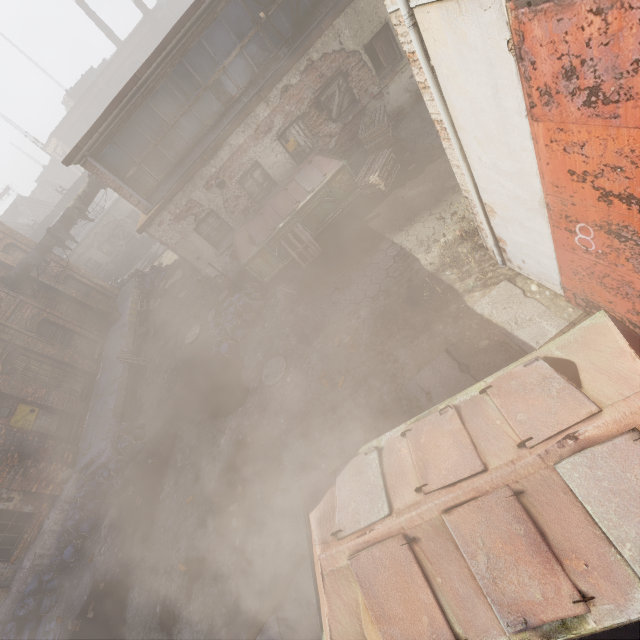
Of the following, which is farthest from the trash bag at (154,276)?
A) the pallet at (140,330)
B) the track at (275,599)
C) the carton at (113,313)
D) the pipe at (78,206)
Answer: the track at (275,599)

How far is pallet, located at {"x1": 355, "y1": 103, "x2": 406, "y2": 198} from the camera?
9.6 meters

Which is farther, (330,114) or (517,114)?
(330,114)

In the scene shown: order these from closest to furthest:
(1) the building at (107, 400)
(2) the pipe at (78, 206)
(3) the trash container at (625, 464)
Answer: (3) the trash container at (625, 464), (1) the building at (107, 400), (2) the pipe at (78, 206)

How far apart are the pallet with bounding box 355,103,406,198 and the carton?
15.1 meters

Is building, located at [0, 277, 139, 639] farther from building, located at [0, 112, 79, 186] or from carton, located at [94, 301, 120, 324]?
building, located at [0, 112, 79, 186]

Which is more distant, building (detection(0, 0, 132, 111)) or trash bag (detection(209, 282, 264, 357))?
building (detection(0, 0, 132, 111))

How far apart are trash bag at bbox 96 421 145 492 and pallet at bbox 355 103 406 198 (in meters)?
10.92
